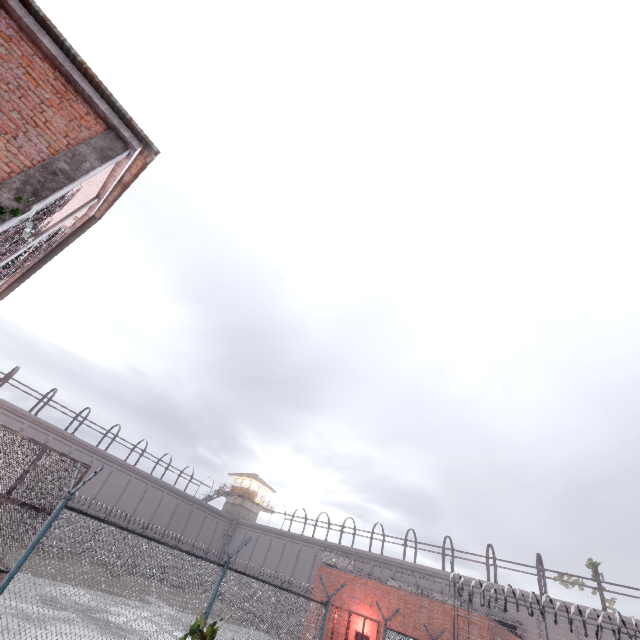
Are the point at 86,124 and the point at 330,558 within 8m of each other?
no

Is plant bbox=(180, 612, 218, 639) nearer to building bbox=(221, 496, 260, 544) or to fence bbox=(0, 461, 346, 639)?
fence bbox=(0, 461, 346, 639)

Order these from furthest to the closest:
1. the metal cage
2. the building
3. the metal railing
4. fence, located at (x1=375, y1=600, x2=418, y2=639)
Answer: the building < the metal railing < fence, located at (x1=375, y1=600, x2=418, y2=639) < the metal cage

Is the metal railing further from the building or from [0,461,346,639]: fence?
the building

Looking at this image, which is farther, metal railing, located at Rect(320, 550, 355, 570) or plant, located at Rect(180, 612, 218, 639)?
metal railing, located at Rect(320, 550, 355, 570)

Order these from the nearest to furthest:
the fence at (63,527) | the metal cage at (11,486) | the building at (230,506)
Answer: the fence at (63,527) < the metal cage at (11,486) < the building at (230,506)

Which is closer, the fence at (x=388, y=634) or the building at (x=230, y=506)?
the fence at (x=388, y=634)

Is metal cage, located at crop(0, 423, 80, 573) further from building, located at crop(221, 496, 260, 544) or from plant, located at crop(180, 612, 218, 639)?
plant, located at crop(180, 612, 218, 639)
